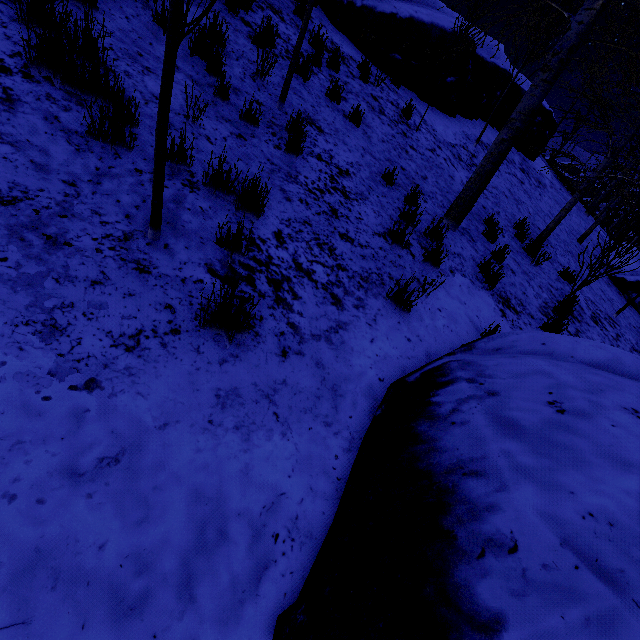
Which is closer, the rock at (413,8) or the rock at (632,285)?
the rock at (413,8)

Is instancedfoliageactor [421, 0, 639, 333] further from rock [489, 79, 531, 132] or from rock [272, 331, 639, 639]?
rock [272, 331, 639, 639]

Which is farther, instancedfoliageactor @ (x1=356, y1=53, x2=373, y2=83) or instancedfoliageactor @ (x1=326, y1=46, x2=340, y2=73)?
instancedfoliageactor @ (x1=356, y1=53, x2=373, y2=83)

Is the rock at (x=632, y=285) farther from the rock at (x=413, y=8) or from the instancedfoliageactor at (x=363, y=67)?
the rock at (x=413, y=8)

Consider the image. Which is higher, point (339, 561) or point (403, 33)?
point (403, 33)

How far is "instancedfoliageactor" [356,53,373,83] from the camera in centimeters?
712cm

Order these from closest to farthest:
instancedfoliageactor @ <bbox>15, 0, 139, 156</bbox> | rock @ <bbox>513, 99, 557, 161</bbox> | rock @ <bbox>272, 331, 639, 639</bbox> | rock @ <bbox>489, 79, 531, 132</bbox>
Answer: rock @ <bbox>272, 331, 639, 639</bbox>
instancedfoliageactor @ <bbox>15, 0, 139, 156</bbox>
rock @ <bbox>489, 79, 531, 132</bbox>
rock @ <bbox>513, 99, 557, 161</bbox>

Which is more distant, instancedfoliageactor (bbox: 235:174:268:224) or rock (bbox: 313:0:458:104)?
rock (bbox: 313:0:458:104)
